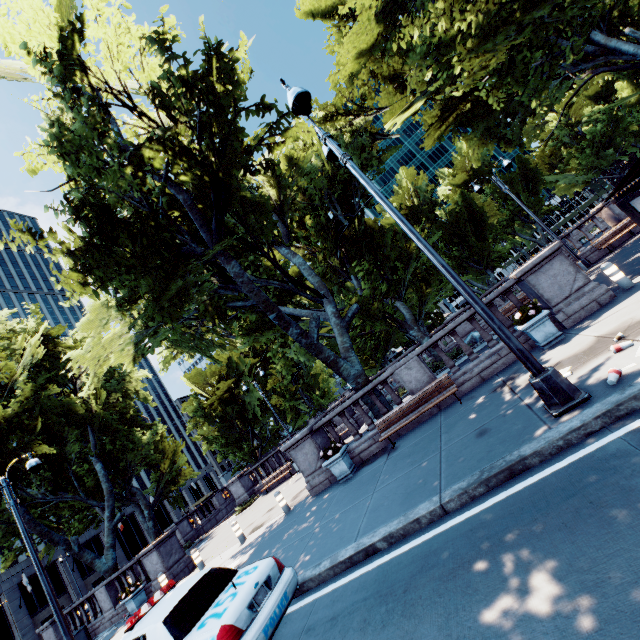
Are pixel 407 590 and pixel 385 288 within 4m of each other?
no

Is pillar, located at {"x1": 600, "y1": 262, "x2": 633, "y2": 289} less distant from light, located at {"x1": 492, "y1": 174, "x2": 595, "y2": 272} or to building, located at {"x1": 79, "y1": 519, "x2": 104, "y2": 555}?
light, located at {"x1": 492, "y1": 174, "x2": 595, "y2": 272}

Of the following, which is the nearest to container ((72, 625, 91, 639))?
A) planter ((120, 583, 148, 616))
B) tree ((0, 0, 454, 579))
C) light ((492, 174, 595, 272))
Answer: tree ((0, 0, 454, 579))

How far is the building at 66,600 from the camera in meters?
42.8

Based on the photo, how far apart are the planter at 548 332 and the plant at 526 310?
0.0m

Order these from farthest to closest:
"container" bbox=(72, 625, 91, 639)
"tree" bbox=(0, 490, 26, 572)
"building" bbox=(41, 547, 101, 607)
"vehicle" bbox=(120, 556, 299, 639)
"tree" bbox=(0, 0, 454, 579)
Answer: "building" bbox=(41, 547, 101, 607)
"tree" bbox=(0, 490, 26, 572)
"container" bbox=(72, 625, 91, 639)
"tree" bbox=(0, 0, 454, 579)
"vehicle" bbox=(120, 556, 299, 639)

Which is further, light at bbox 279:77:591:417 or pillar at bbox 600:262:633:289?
pillar at bbox 600:262:633:289

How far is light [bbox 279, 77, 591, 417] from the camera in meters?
5.1
